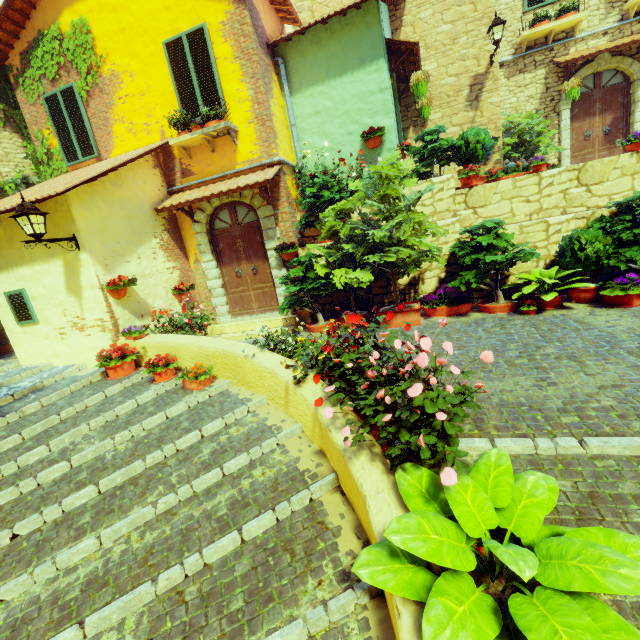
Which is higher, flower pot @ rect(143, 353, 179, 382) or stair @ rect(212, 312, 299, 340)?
flower pot @ rect(143, 353, 179, 382)

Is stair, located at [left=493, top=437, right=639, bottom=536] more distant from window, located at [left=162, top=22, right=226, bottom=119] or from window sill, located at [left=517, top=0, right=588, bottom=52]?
window sill, located at [left=517, top=0, right=588, bottom=52]

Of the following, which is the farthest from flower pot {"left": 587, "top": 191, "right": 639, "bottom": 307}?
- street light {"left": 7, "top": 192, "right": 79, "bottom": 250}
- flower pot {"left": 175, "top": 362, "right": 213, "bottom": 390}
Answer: street light {"left": 7, "top": 192, "right": 79, "bottom": 250}

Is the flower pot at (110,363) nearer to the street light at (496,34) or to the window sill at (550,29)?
the street light at (496,34)

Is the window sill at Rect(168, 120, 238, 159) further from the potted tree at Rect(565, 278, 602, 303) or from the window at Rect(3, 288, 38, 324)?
the potted tree at Rect(565, 278, 602, 303)

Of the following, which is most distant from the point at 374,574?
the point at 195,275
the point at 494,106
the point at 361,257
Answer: the point at 494,106

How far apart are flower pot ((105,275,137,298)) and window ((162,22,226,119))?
3.8m

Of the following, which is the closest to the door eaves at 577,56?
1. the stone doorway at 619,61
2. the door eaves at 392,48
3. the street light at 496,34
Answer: the stone doorway at 619,61
